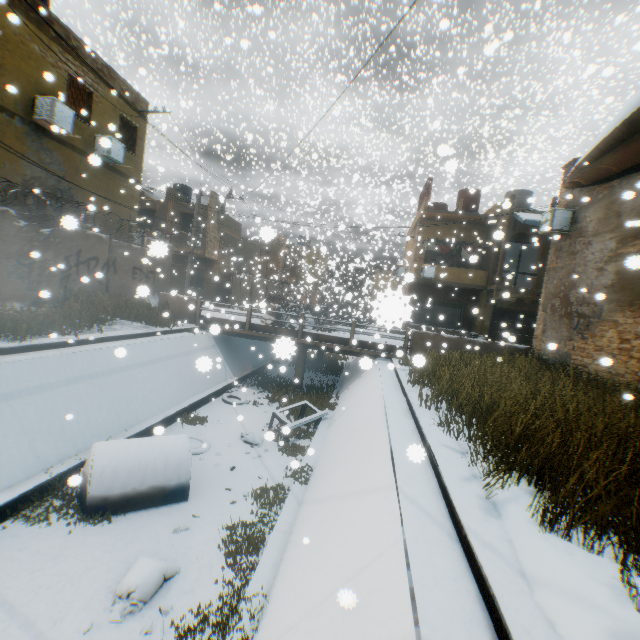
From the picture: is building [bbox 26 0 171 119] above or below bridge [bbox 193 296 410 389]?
above

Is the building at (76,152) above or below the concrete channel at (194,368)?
above

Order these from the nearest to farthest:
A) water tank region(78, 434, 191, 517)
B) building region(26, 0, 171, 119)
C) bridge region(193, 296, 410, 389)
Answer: water tank region(78, 434, 191, 517) < building region(26, 0, 171, 119) < bridge region(193, 296, 410, 389)

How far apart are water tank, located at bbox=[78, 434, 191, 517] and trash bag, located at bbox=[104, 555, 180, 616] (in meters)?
1.23

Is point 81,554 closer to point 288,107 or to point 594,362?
point 594,362

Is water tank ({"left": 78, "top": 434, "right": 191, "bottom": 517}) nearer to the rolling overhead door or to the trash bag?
the trash bag

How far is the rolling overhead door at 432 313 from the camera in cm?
2339

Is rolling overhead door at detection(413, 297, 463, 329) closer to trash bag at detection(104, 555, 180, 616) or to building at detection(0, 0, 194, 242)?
building at detection(0, 0, 194, 242)
